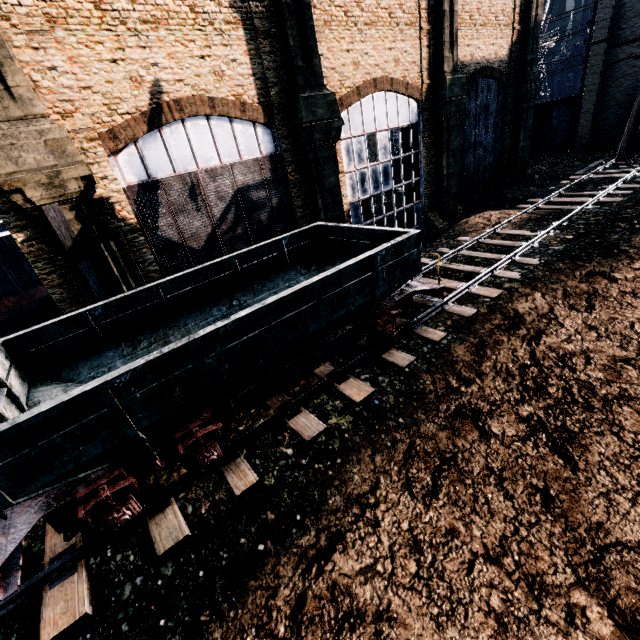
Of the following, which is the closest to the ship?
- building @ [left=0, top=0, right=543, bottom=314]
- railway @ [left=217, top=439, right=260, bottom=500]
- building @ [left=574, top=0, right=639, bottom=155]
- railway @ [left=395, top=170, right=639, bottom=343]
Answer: building @ [left=0, top=0, right=543, bottom=314]

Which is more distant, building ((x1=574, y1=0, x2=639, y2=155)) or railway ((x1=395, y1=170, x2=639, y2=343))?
building ((x1=574, y1=0, x2=639, y2=155))

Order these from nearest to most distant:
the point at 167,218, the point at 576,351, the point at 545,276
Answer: the point at 576,351 → the point at 545,276 → the point at 167,218

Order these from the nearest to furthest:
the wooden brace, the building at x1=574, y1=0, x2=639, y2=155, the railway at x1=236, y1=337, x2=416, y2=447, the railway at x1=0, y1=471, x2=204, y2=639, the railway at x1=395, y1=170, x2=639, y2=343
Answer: the railway at x1=0, y1=471, x2=204, y2=639, the railway at x1=236, y1=337, x2=416, y2=447, the wooden brace, the railway at x1=395, y1=170, x2=639, y2=343, the building at x1=574, y1=0, x2=639, y2=155

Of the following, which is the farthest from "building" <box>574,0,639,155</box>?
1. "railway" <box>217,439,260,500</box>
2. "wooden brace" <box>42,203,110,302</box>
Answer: "wooden brace" <box>42,203,110,302</box>

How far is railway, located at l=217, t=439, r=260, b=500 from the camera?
7.7 meters

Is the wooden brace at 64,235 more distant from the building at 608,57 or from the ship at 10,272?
the building at 608,57

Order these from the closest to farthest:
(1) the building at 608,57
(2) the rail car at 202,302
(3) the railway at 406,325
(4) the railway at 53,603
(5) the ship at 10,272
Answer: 1. (2) the rail car at 202,302
2. (4) the railway at 53,603
3. (3) the railway at 406,325
4. (5) the ship at 10,272
5. (1) the building at 608,57
